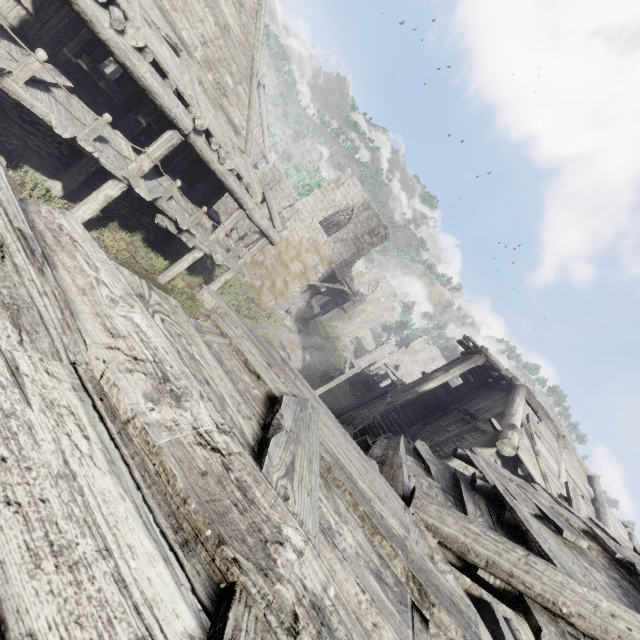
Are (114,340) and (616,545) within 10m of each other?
yes

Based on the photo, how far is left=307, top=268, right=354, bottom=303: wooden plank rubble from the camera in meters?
25.0 m

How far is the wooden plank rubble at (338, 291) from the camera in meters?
25.0 m

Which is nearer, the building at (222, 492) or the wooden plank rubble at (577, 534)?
the building at (222, 492)

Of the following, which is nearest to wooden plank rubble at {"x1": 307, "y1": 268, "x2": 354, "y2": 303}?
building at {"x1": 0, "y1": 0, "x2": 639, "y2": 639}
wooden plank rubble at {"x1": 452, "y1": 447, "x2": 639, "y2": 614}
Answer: building at {"x1": 0, "y1": 0, "x2": 639, "y2": 639}

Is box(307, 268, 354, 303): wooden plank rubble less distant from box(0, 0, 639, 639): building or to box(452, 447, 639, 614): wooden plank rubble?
box(0, 0, 639, 639): building

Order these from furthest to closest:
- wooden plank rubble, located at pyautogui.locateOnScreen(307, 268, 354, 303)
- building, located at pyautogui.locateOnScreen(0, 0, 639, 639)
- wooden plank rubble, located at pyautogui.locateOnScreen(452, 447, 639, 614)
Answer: wooden plank rubble, located at pyautogui.locateOnScreen(307, 268, 354, 303) < wooden plank rubble, located at pyautogui.locateOnScreen(452, 447, 639, 614) < building, located at pyautogui.locateOnScreen(0, 0, 639, 639)
